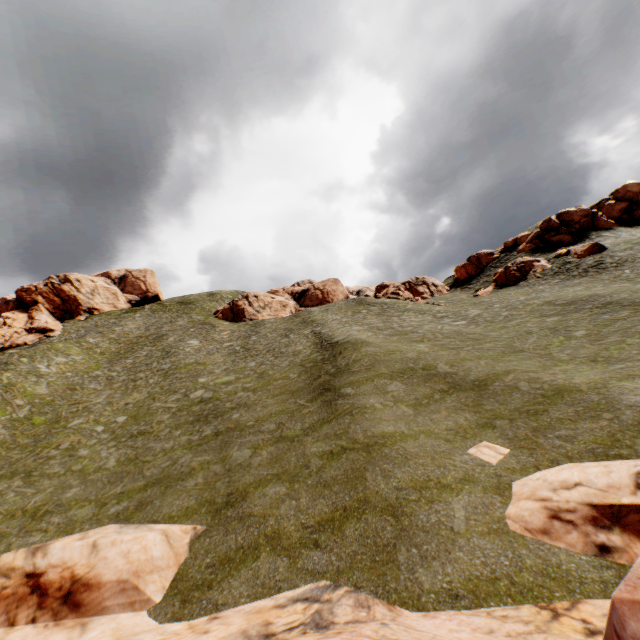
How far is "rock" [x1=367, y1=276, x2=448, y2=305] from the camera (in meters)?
48.48

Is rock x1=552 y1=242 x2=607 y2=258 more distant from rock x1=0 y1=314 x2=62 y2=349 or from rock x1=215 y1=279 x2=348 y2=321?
rock x1=0 y1=314 x2=62 y2=349

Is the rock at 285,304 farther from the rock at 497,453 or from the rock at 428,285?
the rock at 497,453

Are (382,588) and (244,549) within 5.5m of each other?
yes

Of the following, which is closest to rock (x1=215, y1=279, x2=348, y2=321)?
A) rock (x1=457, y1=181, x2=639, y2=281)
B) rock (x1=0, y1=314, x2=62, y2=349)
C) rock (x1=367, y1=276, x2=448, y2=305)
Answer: rock (x1=367, y1=276, x2=448, y2=305)

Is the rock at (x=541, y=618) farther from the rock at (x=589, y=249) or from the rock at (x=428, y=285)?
the rock at (x=428, y=285)

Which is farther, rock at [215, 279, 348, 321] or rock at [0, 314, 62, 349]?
rock at [215, 279, 348, 321]

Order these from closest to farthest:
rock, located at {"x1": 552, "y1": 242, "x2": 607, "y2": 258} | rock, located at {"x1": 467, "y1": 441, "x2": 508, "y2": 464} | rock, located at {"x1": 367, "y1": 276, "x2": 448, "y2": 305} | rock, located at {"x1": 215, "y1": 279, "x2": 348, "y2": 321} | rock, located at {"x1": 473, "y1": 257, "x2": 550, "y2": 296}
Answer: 1. rock, located at {"x1": 467, "y1": 441, "x2": 508, "y2": 464}
2. rock, located at {"x1": 552, "y1": 242, "x2": 607, "y2": 258}
3. rock, located at {"x1": 473, "y1": 257, "x2": 550, "y2": 296}
4. rock, located at {"x1": 367, "y1": 276, "x2": 448, "y2": 305}
5. rock, located at {"x1": 215, "y1": 279, "x2": 348, "y2": 321}
